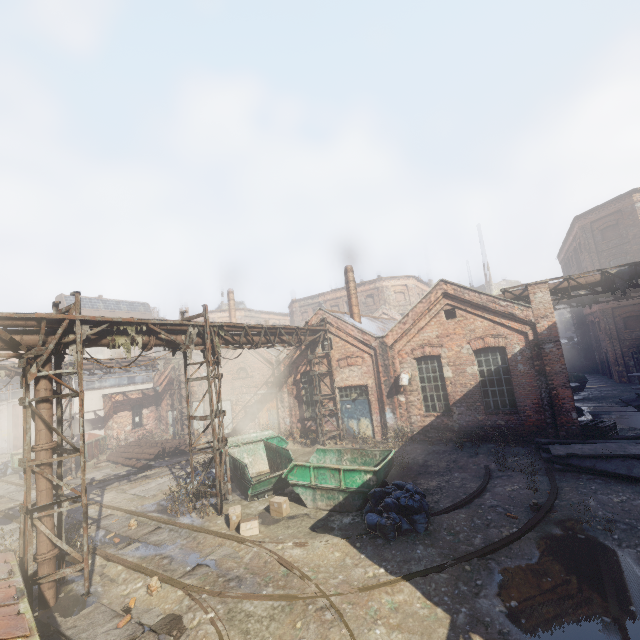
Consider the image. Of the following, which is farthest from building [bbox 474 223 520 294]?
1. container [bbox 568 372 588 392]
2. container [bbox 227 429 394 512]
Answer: container [bbox 227 429 394 512]

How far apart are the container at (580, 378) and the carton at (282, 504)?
23.1 meters

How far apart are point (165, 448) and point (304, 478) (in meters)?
13.31

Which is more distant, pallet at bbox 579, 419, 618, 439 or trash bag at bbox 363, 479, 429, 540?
pallet at bbox 579, 419, 618, 439

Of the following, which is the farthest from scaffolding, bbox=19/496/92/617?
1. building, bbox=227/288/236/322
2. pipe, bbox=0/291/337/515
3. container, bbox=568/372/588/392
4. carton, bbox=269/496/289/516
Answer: container, bbox=568/372/588/392

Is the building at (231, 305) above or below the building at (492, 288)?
below

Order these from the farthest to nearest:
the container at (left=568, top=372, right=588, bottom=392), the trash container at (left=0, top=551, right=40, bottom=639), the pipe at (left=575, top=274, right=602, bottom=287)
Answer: the container at (left=568, top=372, right=588, bottom=392), the pipe at (left=575, top=274, right=602, bottom=287), the trash container at (left=0, top=551, right=40, bottom=639)

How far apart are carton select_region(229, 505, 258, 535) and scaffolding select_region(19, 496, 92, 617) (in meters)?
3.35
